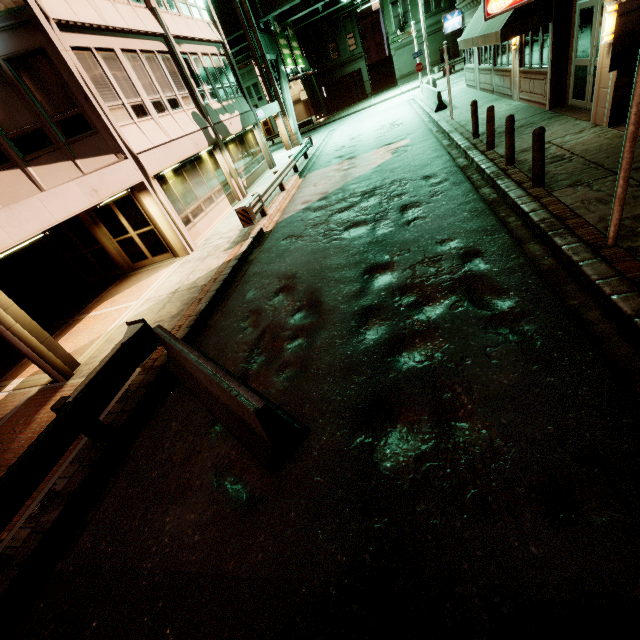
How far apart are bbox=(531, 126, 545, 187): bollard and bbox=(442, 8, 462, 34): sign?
19.85m

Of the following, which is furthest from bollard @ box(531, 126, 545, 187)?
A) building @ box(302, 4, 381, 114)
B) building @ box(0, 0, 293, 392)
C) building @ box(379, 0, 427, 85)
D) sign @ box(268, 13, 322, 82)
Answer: building @ box(302, 4, 381, 114)

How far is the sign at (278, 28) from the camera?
27.66m

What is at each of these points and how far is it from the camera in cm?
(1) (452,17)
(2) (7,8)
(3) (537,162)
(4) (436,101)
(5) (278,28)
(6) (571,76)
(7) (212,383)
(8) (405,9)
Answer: (1) sign, 1989
(2) sign, 839
(3) bollard, 702
(4) barrier, 1869
(5) sign, 2825
(6) building, 1066
(7) barrier, 469
(8) building, 3778

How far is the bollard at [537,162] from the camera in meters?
6.7

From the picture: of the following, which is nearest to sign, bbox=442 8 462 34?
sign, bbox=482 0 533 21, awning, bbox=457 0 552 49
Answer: awning, bbox=457 0 552 49

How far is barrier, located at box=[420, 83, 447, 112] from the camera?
18.3 meters

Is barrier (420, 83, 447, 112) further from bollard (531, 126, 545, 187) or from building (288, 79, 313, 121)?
building (288, 79, 313, 121)
